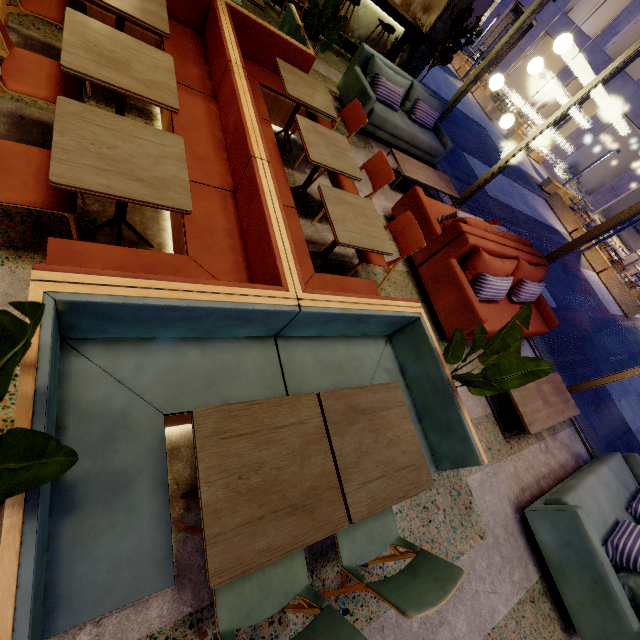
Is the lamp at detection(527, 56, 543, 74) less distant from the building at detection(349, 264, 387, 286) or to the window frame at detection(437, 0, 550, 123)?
the building at detection(349, 264, 387, 286)

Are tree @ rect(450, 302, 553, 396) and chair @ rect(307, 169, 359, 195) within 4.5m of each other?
yes

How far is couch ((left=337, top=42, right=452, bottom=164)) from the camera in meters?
5.4

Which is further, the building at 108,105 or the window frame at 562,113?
the window frame at 562,113

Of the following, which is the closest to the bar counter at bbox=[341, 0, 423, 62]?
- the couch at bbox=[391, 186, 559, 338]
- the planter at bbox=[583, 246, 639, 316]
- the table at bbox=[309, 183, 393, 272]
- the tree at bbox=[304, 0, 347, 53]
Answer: the tree at bbox=[304, 0, 347, 53]

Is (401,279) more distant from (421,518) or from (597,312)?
(597,312)

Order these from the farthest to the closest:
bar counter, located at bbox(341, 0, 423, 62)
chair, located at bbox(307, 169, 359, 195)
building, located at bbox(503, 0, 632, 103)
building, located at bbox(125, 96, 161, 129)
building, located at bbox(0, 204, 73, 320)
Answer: building, located at bbox(503, 0, 632, 103), bar counter, located at bbox(341, 0, 423, 62), chair, located at bbox(307, 169, 359, 195), building, located at bbox(125, 96, 161, 129), building, located at bbox(0, 204, 73, 320)

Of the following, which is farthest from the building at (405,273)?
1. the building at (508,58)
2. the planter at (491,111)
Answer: the building at (508,58)
